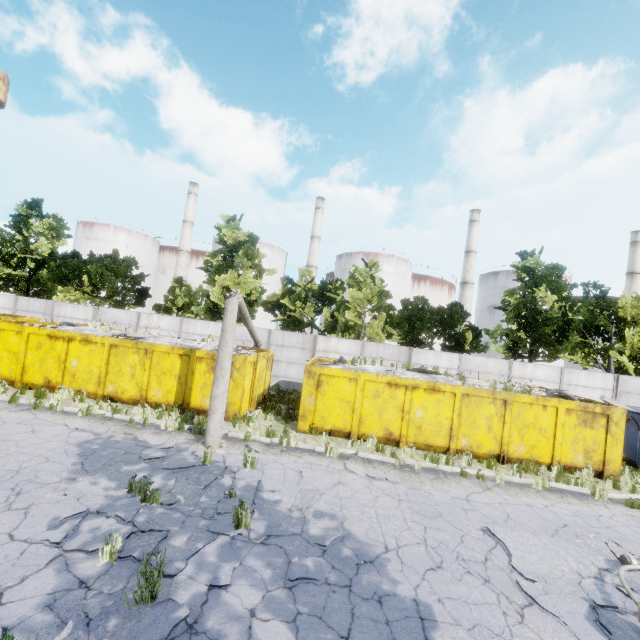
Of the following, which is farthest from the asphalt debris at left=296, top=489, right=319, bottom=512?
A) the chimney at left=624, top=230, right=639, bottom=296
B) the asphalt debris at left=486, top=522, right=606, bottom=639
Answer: the chimney at left=624, top=230, right=639, bottom=296

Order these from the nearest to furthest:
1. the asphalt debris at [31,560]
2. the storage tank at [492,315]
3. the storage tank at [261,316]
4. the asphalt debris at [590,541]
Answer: the asphalt debris at [31,560]
the asphalt debris at [590,541]
the storage tank at [492,315]
the storage tank at [261,316]

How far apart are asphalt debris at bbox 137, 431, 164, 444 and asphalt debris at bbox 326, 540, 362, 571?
4.7 meters

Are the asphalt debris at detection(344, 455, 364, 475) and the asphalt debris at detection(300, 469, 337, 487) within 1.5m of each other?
yes

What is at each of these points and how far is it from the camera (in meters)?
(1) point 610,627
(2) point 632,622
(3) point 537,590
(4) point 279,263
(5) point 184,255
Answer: (1) asphalt debris, 4.90
(2) asphalt debris, 5.09
(3) asphalt debris, 5.46
(4) storage tank, 54.56
(5) chimney, 51.47

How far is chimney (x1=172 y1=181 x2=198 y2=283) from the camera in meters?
51.3

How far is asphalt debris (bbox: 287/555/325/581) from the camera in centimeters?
507cm

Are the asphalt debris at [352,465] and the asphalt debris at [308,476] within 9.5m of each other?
yes
